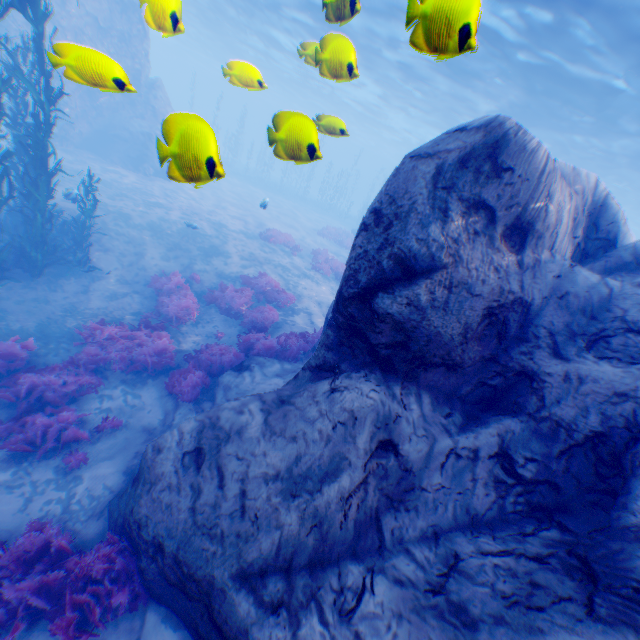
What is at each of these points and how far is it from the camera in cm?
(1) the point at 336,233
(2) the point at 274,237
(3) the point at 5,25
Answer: (1) instancedfoliageactor, 2912
(2) instancedfoliageactor, 1861
(3) rock, 1537

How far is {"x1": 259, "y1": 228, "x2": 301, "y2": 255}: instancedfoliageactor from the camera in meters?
18.7 m

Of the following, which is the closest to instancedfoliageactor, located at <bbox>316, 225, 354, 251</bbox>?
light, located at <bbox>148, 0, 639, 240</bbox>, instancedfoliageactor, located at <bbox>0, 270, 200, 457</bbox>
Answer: light, located at <bbox>148, 0, 639, 240</bbox>

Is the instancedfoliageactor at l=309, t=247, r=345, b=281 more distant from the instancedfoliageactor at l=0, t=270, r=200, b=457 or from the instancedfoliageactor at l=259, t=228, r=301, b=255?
the instancedfoliageactor at l=0, t=270, r=200, b=457

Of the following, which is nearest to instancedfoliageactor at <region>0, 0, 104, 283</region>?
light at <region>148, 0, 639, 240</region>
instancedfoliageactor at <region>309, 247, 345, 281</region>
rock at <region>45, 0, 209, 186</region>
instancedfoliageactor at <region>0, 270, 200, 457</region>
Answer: rock at <region>45, 0, 209, 186</region>

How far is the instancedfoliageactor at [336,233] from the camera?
26.0 meters

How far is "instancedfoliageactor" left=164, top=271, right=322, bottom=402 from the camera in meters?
8.2

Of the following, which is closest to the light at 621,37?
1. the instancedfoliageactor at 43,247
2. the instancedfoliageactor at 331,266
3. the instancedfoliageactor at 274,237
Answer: the instancedfoliageactor at 43,247
